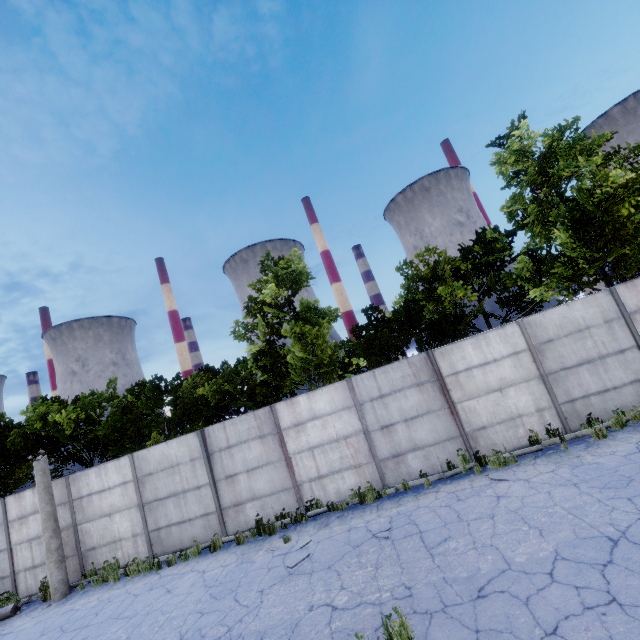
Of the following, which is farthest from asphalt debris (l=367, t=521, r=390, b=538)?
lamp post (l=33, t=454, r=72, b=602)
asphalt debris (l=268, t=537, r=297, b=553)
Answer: lamp post (l=33, t=454, r=72, b=602)

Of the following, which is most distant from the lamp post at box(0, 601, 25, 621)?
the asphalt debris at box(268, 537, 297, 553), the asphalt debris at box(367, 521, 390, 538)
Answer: the asphalt debris at box(367, 521, 390, 538)

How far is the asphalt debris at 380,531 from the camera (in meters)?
7.62

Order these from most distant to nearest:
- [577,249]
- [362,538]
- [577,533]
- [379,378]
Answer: [577,249] → [379,378] → [362,538] → [577,533]

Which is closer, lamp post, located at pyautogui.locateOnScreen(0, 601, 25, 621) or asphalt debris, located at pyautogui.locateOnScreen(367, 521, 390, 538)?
asphalt debris, located at pyautogui.locateOnScreen(367, 521, 390, 538)

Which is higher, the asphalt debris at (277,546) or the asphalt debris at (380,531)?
the asphalt debris at (277,546)

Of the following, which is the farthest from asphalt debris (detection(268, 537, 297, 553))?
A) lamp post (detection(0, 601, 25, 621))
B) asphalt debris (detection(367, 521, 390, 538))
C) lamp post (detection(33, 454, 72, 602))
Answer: lamp post (detection(0, 601, 25, 621))

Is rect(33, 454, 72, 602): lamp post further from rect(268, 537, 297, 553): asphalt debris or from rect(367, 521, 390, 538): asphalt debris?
rect(367, 521, 390, 538): asphalt debris
